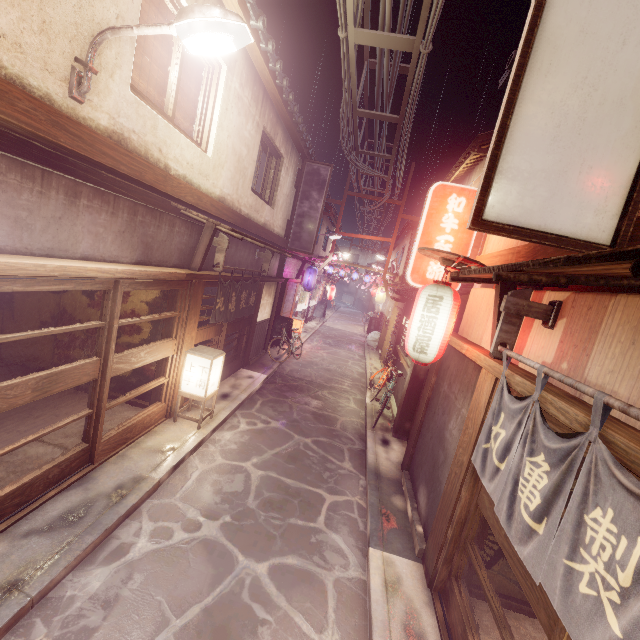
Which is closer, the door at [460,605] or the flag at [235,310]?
the door at [460,605]

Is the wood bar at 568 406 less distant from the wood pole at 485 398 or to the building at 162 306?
the wood pole at 485 398

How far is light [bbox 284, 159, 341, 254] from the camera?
20.83m

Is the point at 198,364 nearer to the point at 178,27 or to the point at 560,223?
the point at 178,27

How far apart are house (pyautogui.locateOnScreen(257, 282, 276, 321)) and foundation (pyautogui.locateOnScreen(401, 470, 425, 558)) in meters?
→ 11.6

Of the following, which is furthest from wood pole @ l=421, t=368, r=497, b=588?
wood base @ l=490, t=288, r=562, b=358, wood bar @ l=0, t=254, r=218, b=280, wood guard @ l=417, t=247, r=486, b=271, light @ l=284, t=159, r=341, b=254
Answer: light @ l=284, t=159, r=341, b=254

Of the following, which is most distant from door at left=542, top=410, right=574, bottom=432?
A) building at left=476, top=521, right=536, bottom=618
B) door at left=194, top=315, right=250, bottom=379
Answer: door at left=194, top=315, right=250, bottom=379

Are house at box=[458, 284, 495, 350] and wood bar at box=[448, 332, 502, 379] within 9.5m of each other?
yes
